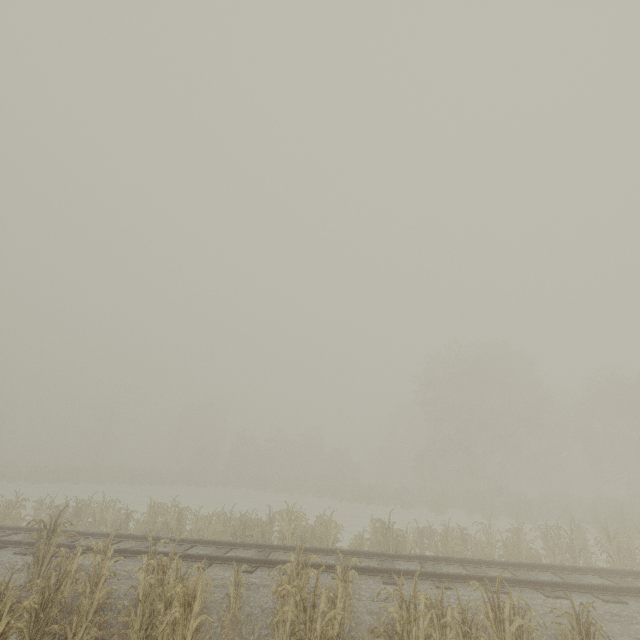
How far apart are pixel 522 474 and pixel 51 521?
41.9m

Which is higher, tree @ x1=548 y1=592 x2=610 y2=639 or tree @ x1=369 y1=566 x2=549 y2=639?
tree @ x1=548 y1=592 x2=610 y2=639

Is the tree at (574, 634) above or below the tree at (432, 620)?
above
